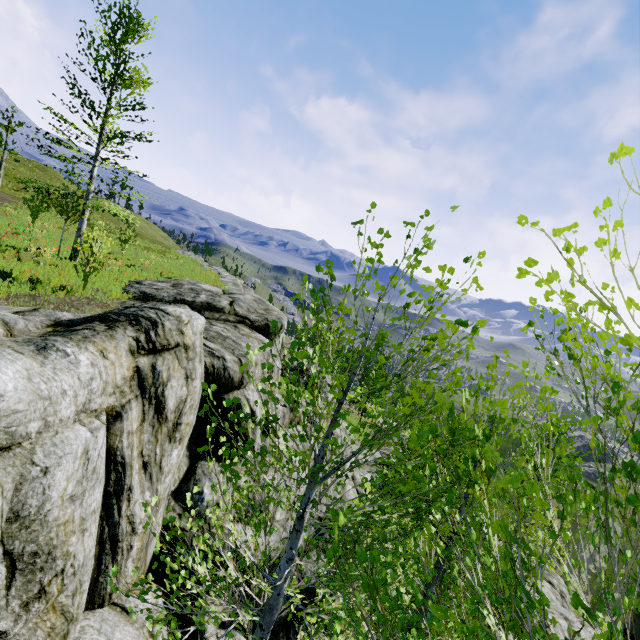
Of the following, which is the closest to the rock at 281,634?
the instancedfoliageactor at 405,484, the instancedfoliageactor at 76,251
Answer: the instancedfoliageactor at 405,484

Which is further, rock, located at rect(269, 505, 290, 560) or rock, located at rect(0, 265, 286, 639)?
rock, located at rect(269, 505, 290, 560)

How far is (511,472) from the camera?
1.79m

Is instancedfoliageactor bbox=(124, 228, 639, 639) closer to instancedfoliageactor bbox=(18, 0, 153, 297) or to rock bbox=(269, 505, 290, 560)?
rock bbox=(269, 505, 290, 560)

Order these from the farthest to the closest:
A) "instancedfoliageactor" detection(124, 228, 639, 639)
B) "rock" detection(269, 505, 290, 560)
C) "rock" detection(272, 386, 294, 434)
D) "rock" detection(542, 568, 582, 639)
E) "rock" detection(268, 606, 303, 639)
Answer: "rock" detection(542, 568, 582, 639), "rock" detection(272, 386, 294, 434), "rock" detection(269, 505, 290, 560), "rock" detection(268, 606, 303, 639), "instancedfoliageactor" detection(124, 228, 639, 639)

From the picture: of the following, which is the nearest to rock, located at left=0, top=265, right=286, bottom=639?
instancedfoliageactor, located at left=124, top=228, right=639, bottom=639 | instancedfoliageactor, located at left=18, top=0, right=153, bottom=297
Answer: instancedfoliageactor, located at left=124, top=228, right=639, bottom=639
